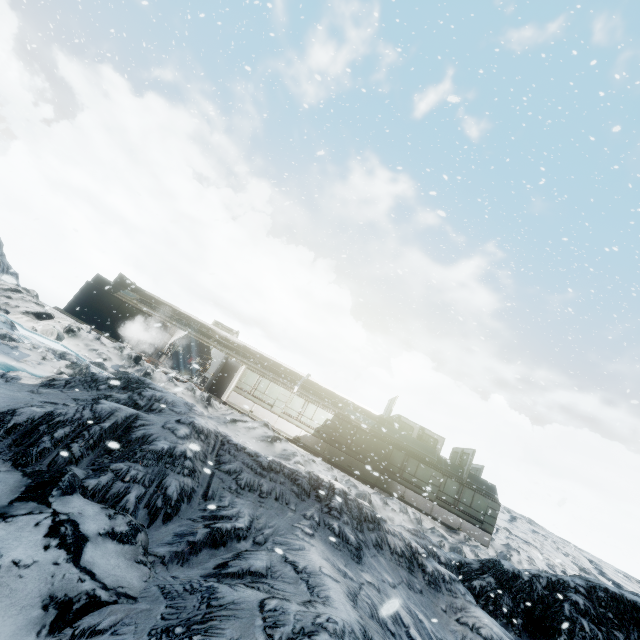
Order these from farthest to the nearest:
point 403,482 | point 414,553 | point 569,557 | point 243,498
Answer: point 569,557 < point 403,482 < point 414,553 < point 243,498
